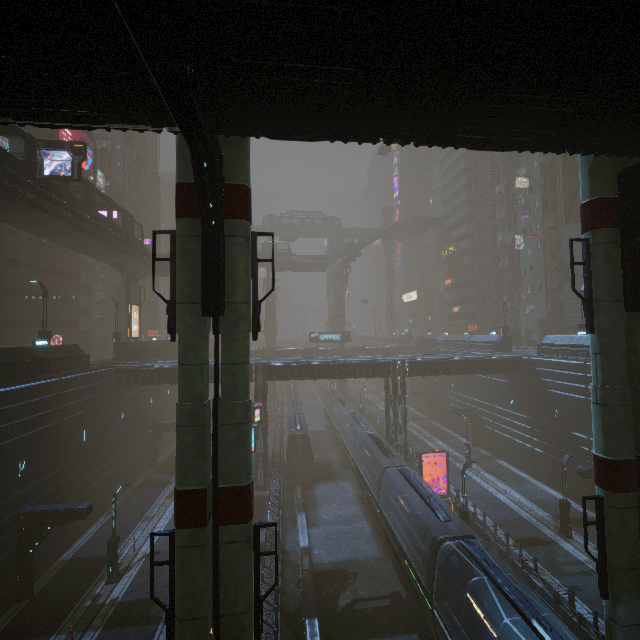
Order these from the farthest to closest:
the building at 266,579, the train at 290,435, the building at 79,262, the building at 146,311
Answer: the building at 146,311, the train at 290,435, the building at 79,262, the building at 266,579

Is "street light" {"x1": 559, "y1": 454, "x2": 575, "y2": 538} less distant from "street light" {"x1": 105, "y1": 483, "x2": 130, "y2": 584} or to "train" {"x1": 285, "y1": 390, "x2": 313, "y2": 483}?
"train" {"x1": 285, "y1": 390, "x2": 313, "y2": 483}

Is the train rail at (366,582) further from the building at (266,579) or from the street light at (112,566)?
the street light at (112,566)

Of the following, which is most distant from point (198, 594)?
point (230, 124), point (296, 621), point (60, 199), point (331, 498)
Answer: point (60, 199)

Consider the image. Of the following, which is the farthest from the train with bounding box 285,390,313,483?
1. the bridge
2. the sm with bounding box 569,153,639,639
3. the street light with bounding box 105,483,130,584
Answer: the bridge

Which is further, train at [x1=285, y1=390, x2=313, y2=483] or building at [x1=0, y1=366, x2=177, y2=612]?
train at [x1=285, y1=390, x2=313, y2=483]

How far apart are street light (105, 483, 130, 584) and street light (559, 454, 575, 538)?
29.0m

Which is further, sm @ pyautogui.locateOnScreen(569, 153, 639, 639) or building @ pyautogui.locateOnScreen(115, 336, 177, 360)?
building @ pyautogui.locateOnScreen(115, 336, 177, 360)
